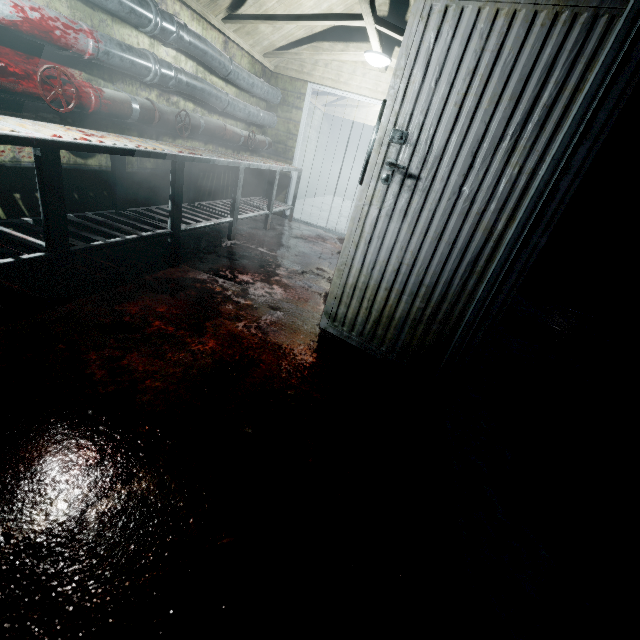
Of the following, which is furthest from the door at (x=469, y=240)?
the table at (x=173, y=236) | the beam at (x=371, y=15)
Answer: the table at (x=173, y=236)

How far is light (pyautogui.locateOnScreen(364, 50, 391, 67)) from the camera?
3.7m

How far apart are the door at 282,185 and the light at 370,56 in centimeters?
108cm

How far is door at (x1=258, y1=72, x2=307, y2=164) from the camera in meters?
4.8

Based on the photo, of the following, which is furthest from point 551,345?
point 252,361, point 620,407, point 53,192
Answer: point 53,192

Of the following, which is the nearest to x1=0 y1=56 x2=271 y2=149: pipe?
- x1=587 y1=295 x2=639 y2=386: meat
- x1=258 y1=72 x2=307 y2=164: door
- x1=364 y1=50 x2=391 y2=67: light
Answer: x1=258 y1=72 x2=307 y2=164: door

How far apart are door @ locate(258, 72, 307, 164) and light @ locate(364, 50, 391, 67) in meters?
1.1
